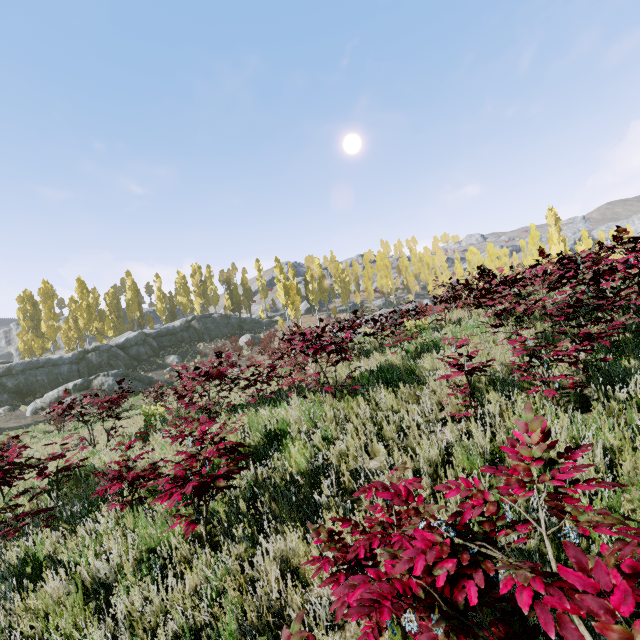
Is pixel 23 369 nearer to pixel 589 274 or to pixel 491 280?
pixel 491 280

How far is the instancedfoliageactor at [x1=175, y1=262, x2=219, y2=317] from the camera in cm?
4903

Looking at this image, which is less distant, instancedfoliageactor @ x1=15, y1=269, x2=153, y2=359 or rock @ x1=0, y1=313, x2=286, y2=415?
rock @ x1=0, y1=313, x2=286, y2=415

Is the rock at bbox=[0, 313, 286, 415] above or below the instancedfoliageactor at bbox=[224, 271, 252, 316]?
below

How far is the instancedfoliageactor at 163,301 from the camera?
47.6 meters
